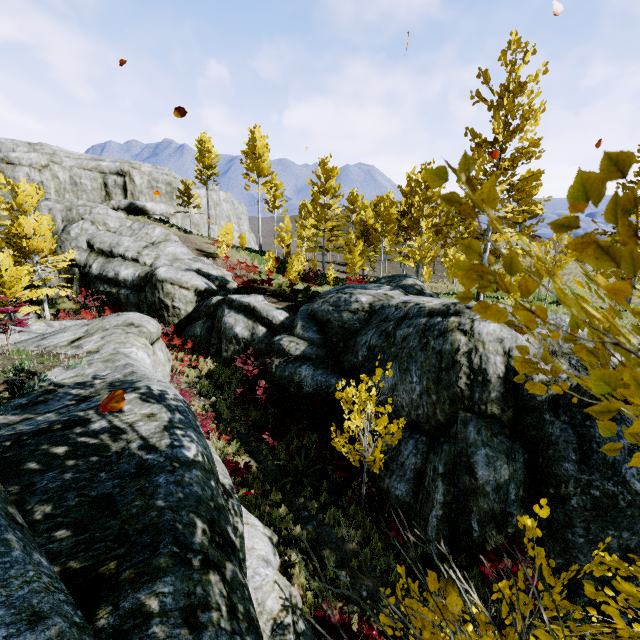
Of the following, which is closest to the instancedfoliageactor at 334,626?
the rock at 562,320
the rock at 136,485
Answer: the rock at 136,485

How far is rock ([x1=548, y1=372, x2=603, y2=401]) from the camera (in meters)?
7.03

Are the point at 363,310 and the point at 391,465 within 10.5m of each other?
Answer: yes

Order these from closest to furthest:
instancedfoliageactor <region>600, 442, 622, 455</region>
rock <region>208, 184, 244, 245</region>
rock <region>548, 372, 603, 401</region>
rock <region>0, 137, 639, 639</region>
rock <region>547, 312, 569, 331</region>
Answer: instancedfoliageactor <region>600, 442, 622, 455</region> → rock <region>0, 137, 639, 639</region> → rock <region>548, 372, 603, 401</region> → rock <region>547, 312, 569, 331</region> → rock <region>208, 184, 244, 245</region>

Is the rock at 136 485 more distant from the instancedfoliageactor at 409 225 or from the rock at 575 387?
the rock at 575 387

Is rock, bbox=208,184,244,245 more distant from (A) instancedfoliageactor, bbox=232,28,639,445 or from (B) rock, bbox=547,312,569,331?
(B) rock, bbox=547,312,569,331

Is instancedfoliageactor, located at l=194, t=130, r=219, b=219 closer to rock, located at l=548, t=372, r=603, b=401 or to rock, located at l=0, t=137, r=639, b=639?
rock, located at l=0, t=137, r=639, b=639
